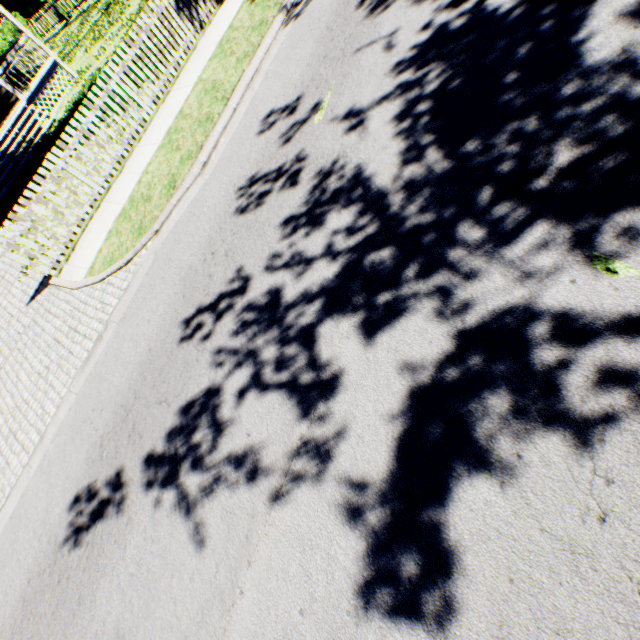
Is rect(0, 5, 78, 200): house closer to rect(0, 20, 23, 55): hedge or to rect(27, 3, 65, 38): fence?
rect(0, 20, 23, 55): hedge

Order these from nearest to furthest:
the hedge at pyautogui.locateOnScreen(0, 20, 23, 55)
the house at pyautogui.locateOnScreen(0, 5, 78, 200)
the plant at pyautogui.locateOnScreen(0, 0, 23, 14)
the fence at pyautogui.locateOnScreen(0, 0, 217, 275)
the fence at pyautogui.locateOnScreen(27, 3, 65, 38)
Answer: the fence at pyautogui.locateOnScreen(0, 0, 217, 275), the house at pyautogui.locateOnScreen(0, 5, 78, 200), the fence at pyautogui.locateOnScreen(27, 3, 65, 38), the hedge at pyautogui.locateOnScreen(0, 20, 23, 55), the plant at pyautogui.locateOnScreen(0, 0, 23, 14)

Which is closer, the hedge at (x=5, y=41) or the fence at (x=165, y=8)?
the fence at (x=165, y=8)

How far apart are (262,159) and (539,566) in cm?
595

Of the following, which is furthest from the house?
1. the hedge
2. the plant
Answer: the hedge

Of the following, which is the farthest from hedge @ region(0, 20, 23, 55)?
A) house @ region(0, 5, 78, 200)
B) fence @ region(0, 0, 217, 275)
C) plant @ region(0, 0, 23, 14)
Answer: plant @ region(0, 0, 23, 14)

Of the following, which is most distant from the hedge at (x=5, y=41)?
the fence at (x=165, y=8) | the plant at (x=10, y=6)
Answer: the plant at (x=10, y=6)

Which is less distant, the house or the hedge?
the house
